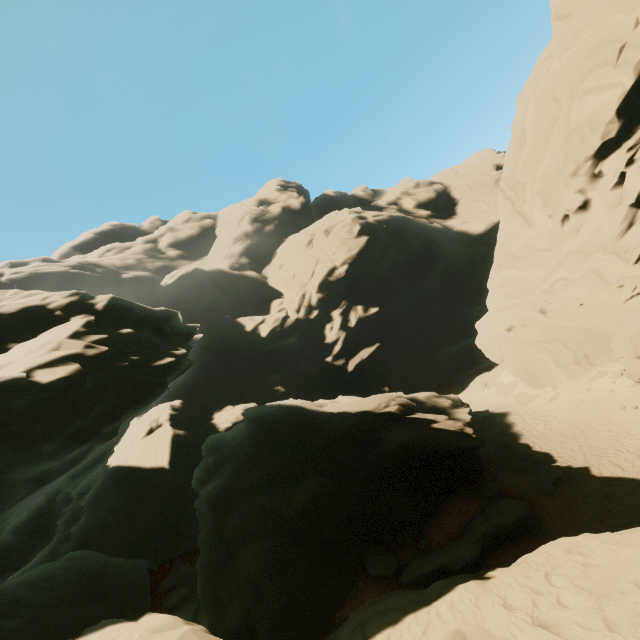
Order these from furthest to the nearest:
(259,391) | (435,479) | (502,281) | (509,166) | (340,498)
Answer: (259,391)
(502,281)
(509,166)
(435,479)
(340,498)

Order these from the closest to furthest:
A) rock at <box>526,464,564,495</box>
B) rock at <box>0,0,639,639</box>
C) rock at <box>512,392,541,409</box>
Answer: rock at <box>0,0,639,639</box>, rock at <box>526,464,564,495</box>, rock at <box>512,392,541,409</box>

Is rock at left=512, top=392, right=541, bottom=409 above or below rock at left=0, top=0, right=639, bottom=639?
below

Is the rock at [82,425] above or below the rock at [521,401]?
above

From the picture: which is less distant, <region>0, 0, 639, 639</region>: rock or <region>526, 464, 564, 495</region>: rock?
<region>0, 0, 639, 639</region>: rock

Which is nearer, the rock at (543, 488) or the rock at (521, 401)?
the rock at (543, 488)

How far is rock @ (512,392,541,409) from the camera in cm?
2566
